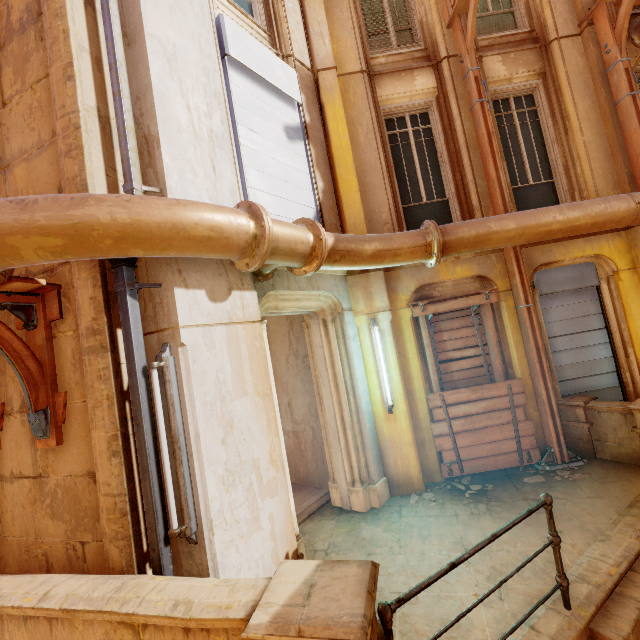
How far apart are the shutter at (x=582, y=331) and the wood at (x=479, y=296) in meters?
0.8 m

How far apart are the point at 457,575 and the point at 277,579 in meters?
2.4 m

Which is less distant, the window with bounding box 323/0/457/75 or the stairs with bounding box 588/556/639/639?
the stairs with bounding box 588/556/639/639

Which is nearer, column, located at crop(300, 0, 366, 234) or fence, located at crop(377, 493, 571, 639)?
fence, located at crop(377, 493, 571, 639)

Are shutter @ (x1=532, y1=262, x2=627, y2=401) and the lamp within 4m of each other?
no

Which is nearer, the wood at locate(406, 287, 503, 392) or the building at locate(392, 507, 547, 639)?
the building at locate(392, 507, 547, 639)

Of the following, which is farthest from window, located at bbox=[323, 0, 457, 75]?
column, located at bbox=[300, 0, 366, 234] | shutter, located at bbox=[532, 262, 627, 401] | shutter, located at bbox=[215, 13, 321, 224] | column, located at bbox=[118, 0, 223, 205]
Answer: shutter, located at bbox=[532, 262, 627, 401]

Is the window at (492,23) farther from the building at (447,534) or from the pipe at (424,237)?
the building at (447,534)
